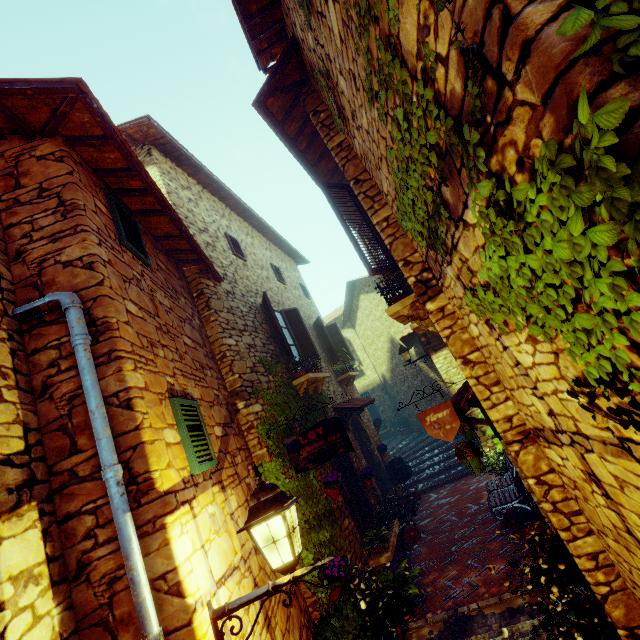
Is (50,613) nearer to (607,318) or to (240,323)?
(607,318)

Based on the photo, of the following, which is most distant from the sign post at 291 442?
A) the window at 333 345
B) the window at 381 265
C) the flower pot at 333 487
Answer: the window at 333 345

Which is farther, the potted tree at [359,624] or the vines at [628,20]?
the potted tree at [359,624]

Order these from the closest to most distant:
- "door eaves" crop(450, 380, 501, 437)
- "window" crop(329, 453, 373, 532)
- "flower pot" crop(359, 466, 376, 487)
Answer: "door eaves" crop(450, 380, 501, 437), "window" crop(329, 453, 373, 532), "flower pot" crop(359, 466, 376, 487)

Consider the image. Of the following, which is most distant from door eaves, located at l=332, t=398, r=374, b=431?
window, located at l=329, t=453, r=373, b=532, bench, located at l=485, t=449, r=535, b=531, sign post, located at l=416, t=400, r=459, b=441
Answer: sign post, located at l=416, t=400, r=459, b=441

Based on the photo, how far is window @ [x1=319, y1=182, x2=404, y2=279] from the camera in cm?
446

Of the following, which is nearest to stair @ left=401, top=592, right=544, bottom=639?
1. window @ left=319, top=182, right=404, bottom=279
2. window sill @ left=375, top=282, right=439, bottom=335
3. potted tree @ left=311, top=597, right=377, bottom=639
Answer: potted tree @ left=311, top=597, right=377, bottom=639

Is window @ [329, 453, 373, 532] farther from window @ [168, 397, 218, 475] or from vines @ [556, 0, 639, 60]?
vines @ [556, 0, 639, 60]
